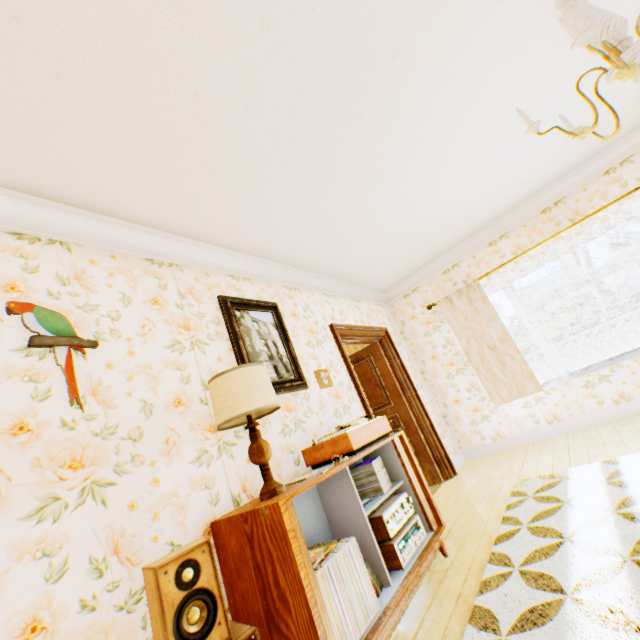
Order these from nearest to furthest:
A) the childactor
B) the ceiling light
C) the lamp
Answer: the ceiling light
the lamp
the childactor

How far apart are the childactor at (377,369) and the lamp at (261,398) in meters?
3.2 m

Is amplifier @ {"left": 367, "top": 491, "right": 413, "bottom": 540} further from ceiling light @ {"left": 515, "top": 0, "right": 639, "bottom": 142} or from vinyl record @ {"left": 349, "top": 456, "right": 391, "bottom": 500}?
ceiling light @ {"left": 515, "top": 0, "right": 639, "bottom": 142}

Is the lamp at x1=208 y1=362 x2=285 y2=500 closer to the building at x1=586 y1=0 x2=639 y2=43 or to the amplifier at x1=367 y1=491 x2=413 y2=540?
A: the building at x1=586 y1=0 x2=639 y2=43

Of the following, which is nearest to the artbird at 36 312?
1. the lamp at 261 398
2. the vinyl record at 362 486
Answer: the lamp at 261 398

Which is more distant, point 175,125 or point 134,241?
point 134,241

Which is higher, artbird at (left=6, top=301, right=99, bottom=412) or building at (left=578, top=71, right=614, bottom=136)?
building at (left=578, top=71, right=614, bottom=136)

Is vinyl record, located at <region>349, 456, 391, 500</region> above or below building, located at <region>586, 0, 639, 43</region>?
below
